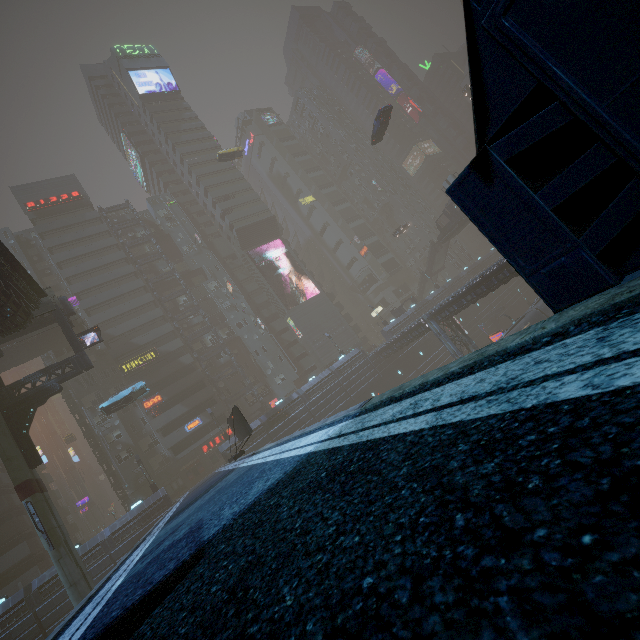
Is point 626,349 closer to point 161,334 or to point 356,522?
point 356,522

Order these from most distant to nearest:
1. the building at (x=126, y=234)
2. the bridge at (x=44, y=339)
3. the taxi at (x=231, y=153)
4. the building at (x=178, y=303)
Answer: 1. the building at (x=126, y=234)
2. the building at (x=178, y=303)
3. the taxi at (x=231, y=153)
4. the bridge at (x=44, y=339)

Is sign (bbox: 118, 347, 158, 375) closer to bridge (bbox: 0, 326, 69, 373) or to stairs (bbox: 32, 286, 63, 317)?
bridge (bbox: 0, 326, 69, 373)

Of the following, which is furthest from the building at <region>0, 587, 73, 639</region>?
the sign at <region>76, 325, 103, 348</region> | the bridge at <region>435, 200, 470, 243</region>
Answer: the sign at <region>76, 325, 103, 348</region>

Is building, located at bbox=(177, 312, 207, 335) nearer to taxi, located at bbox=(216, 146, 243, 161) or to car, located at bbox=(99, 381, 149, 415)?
car, located at bbox=(99, 381, 149, 415)

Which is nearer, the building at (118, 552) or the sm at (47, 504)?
the sm at (47, 504)

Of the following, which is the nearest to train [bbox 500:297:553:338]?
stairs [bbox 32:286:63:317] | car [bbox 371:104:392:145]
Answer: car [bbox 371:104:392:145]

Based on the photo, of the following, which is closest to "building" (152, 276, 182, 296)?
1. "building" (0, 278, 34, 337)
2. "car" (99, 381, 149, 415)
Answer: "car" (99, 381, 149, 415)
